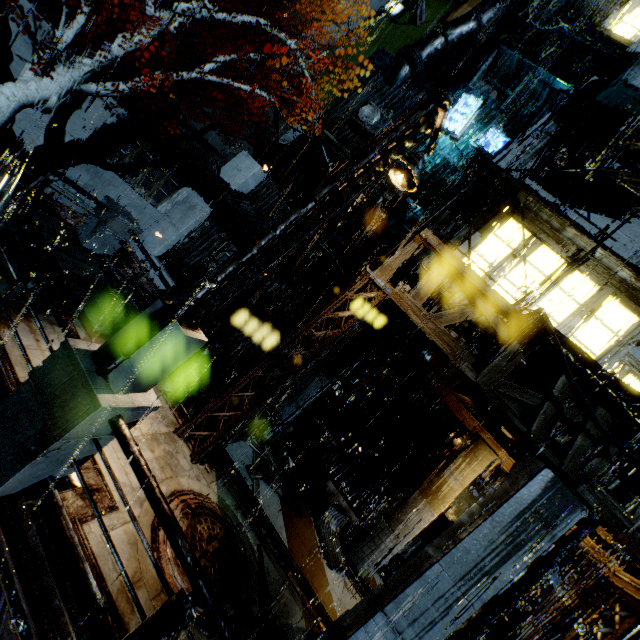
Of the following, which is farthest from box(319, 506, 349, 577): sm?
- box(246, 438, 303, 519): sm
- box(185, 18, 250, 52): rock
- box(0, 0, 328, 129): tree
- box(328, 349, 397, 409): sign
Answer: box(185, 18, 250, 52): rock

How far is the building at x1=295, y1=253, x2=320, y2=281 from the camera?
17.45m

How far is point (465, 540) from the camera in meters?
6.0 m

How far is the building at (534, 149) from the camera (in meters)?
12.24

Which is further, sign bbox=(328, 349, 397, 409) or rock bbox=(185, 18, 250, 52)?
rock bbox=(185, 18, 250, 52)

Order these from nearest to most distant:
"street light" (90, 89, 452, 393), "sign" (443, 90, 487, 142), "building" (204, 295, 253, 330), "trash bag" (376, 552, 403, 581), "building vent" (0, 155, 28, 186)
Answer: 1. "street light" (90, 89, 452, 393)
2. "building vent" (0, 155, 28, 186)
3. "trash bag" (376, 552, 403, 581)
4. "sign" (443, 90, 487, 142)
5. "building" (204, 295, 253, 330)

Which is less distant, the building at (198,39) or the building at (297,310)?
the building at (198,39)
